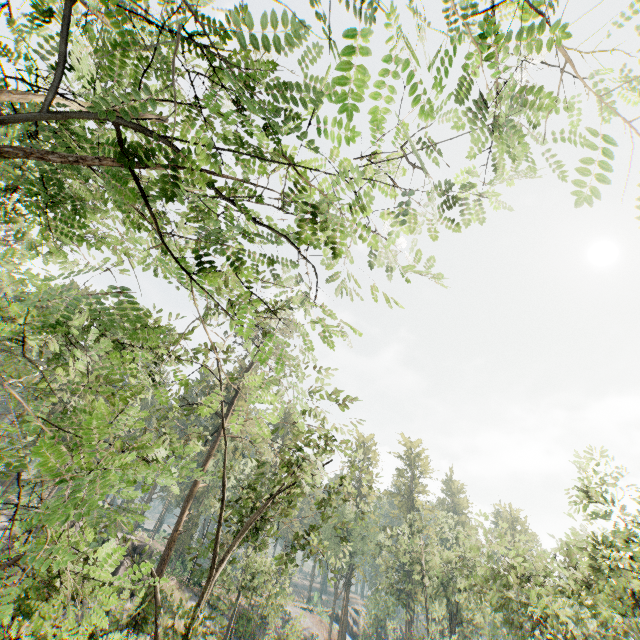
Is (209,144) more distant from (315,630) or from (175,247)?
(315,630)

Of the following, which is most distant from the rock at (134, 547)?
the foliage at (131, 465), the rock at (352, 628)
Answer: the rock at (352, 628)

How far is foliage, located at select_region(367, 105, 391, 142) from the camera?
2.2 meters

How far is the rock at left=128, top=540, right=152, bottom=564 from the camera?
30.18m

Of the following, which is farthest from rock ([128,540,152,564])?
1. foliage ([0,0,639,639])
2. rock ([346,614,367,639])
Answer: rock ([346,614,367,639])

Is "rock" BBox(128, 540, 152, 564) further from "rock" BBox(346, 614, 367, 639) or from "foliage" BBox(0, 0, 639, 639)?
"rock" BBox(346, 614, 367, 639)

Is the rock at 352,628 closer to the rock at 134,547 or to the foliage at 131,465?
the foliage at 131,465
